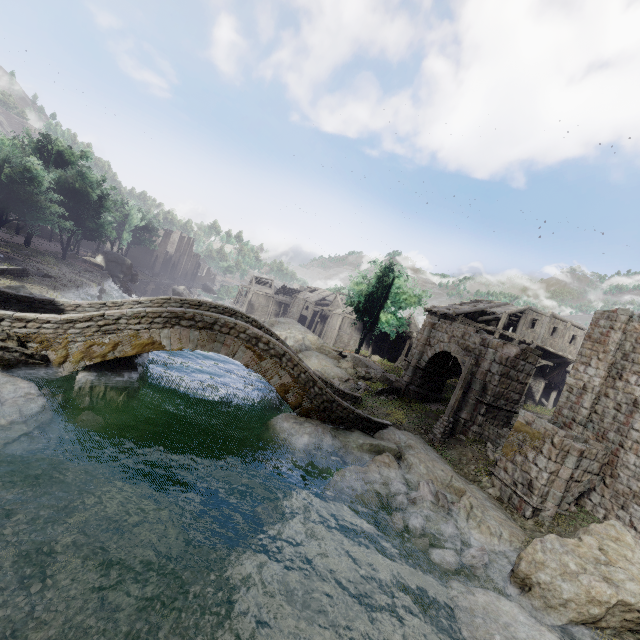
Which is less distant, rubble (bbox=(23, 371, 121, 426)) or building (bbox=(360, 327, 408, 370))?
rubble (bbox=(23, 371, 121, 426))

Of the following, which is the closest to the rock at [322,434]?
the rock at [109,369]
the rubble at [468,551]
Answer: the rubble at [468,551]

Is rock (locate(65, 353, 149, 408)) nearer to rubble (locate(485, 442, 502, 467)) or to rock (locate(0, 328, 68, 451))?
rock (locate(0, 328, 68, 451))

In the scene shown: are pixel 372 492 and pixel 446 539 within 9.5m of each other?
yes

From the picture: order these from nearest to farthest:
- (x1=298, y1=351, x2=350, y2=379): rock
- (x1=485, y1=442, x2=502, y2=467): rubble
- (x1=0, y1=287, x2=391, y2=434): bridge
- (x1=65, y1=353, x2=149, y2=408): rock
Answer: (x1=0, y1=287, x2=391, y2=434): bridge
(x1=65, y1=353, x2=149, y2=408): rock
(x1=485, y1=442, x2=502, y2=467): rubble
(x1=298, y1=351, x2=350, y2=379): rock

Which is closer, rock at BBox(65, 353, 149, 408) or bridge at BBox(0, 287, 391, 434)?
bridge at BBox(0, 287, 391, 434)

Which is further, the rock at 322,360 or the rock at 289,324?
the rock at 289,324

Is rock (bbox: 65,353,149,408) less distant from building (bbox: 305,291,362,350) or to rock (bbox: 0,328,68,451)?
rock (bbox: 0,328,68,451)
